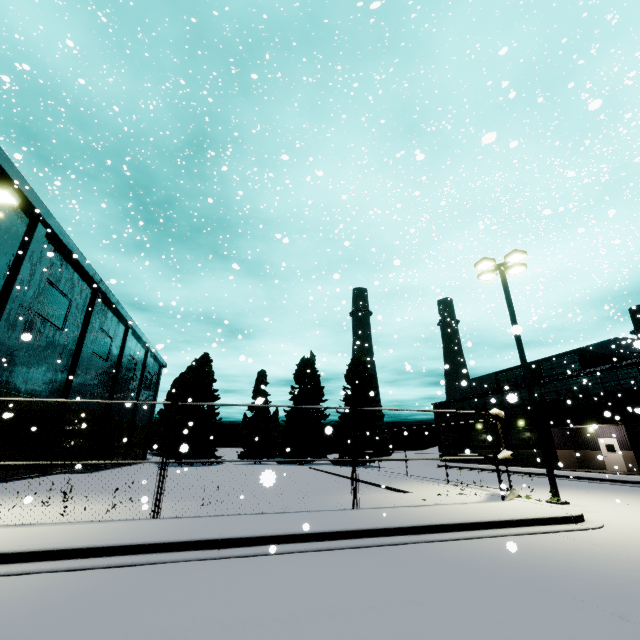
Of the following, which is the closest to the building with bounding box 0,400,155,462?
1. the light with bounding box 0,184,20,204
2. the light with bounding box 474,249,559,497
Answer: the light with bounding box 0,184,20,204

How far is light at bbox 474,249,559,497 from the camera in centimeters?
1195cm

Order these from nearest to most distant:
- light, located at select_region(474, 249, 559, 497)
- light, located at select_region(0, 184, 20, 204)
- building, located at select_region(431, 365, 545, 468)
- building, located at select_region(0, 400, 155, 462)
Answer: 1. light, located at select_region(0, 184, 20, 204)
2. light, located at select_region(474, 249, 559, 497)
3. building, located at select_region(0, 400, 155, 462)
4. building, located at select_region(431, 365, 545, 468)

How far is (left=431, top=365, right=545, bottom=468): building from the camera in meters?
30.6

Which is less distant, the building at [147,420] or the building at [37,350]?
the building at [37,350]

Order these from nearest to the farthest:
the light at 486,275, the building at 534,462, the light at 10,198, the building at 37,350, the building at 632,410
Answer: the light at 10,198 < the light at 486,275 < the building at 37,350 < the building at 632,410 < the building at 534,462

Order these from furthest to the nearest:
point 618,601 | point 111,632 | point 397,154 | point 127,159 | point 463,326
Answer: point 463,326
point 127,159
point 397,154
point 618,601
point 111,632
